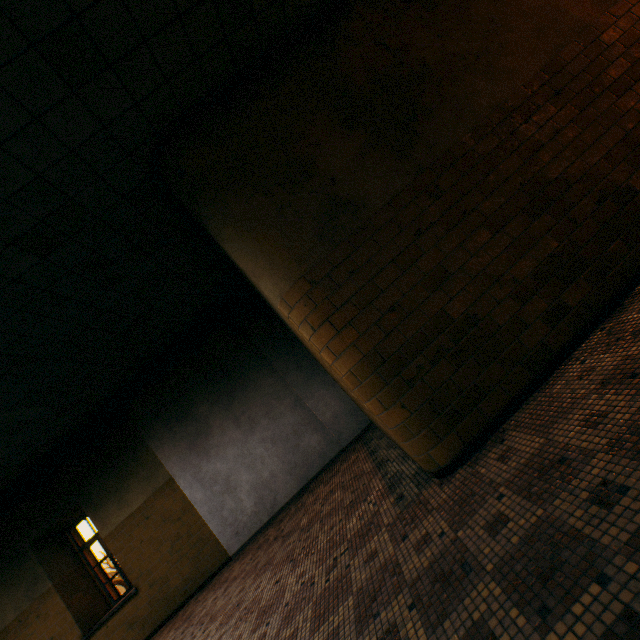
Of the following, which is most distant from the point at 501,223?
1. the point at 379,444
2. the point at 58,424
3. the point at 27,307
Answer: the point at 58,424
